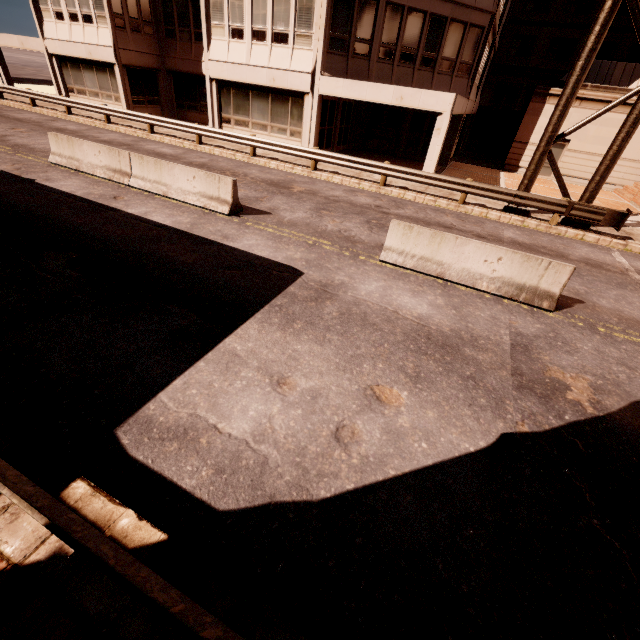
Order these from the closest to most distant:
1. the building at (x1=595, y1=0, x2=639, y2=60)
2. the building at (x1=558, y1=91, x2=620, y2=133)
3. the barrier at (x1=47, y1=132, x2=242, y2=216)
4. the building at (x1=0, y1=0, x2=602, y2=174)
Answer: the barrier at (x1=47, y1=132, x2=242, y2=216), the building at (x1=0, y1=0, x2=602, y2=174), the building at (x1=558, y1=91, x2=620, y2=133), the building at (x1=595, y1=0, x2=639, y2=60)

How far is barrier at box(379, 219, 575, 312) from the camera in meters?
6.9 m

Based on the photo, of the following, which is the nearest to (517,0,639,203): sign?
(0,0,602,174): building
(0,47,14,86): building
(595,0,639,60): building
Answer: (0,0,602,174): building

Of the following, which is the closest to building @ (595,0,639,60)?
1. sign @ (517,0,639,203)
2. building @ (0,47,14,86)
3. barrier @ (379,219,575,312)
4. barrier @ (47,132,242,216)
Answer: sign @ (517,0,639,203)

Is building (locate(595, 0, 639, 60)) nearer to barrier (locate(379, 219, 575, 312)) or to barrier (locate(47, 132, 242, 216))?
barrier (locate(379, 219, 575, 312))

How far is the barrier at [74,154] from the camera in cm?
945

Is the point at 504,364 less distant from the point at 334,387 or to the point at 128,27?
the point at 334,387

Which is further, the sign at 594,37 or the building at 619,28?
the building at 619,28
